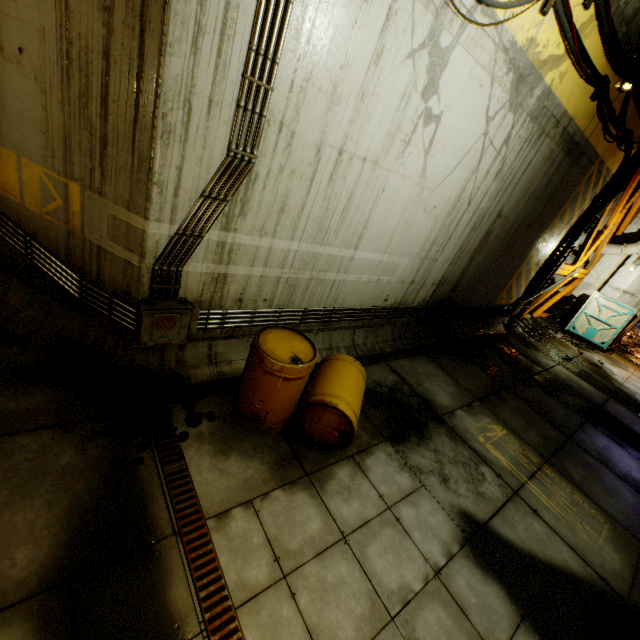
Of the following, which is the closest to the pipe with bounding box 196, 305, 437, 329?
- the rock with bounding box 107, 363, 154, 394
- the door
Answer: the rock with bounding box 107, 363, 154, 394

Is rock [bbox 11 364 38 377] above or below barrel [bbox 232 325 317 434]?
below

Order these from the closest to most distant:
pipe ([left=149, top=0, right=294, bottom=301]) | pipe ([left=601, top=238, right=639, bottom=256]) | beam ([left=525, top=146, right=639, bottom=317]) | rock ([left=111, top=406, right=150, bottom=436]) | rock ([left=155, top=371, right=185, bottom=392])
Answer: pipe ([left=149, top=0, right=294, bottom=301]) → rock ([left=111, top=406, right=150, bottom=436]) → rock ([left=155, top=371, right=185, bottom=392]) → beam ([left=525, top=146, right=639, bottom=317]) → pipe ([left=601, top=238, right=639, bottom=256])

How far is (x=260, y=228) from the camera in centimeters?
399cm

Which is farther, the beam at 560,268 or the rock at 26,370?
the beam at 560,268

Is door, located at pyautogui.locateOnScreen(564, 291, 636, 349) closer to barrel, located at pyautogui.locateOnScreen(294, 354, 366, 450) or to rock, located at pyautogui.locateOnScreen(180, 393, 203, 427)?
barrel, located at pyautogui.locateOnScreen(294, 354, 366, 450)

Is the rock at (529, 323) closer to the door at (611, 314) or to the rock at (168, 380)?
the door at (611, 314)

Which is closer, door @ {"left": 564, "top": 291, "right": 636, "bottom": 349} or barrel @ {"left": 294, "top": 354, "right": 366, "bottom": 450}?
barrel @ {"left": 294, "top": 354, "right": 366, "bottom": 450}
